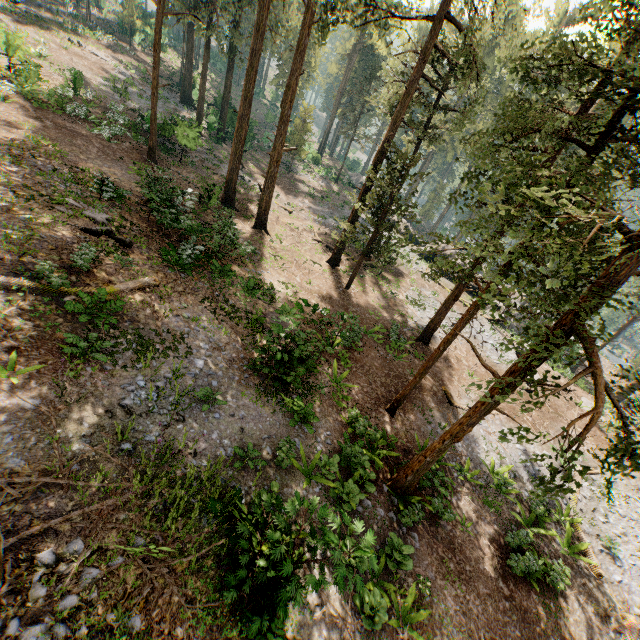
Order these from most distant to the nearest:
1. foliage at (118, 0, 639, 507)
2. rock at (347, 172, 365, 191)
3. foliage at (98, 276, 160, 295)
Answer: rock at (347, 172, 365, 191)
foliage at (98, 276, 160, 295)
foliage at (118, 0, 639, 507)

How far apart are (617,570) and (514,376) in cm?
1298

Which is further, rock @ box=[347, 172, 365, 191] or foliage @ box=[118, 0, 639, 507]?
rock @ box=[347, 172, 365, 191]

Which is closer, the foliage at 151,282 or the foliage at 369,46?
the foliage at 369,46

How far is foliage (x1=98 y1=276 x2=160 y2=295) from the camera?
10.9 meters

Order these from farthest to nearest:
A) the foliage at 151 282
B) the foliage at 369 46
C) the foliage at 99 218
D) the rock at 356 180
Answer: the rock at 356 180, the foliage at 99 218, the foliage at 151 282, the foliage at 369 46

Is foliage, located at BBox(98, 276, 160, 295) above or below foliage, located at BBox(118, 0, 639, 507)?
below
